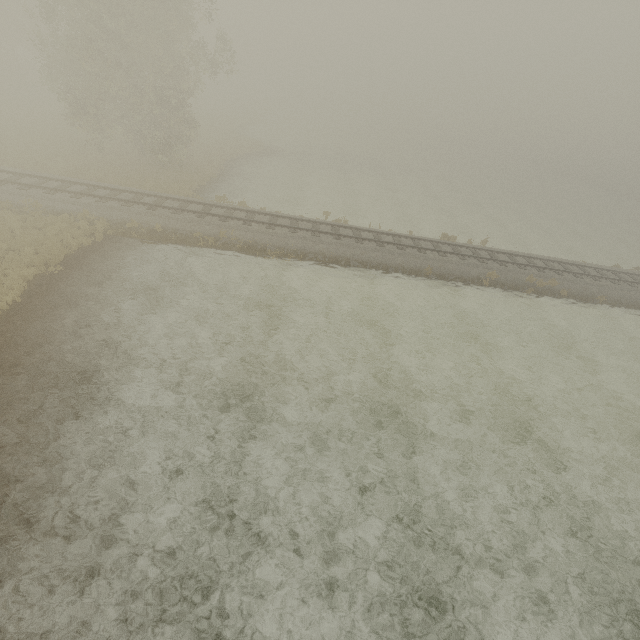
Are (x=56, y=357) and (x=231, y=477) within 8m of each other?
yes
